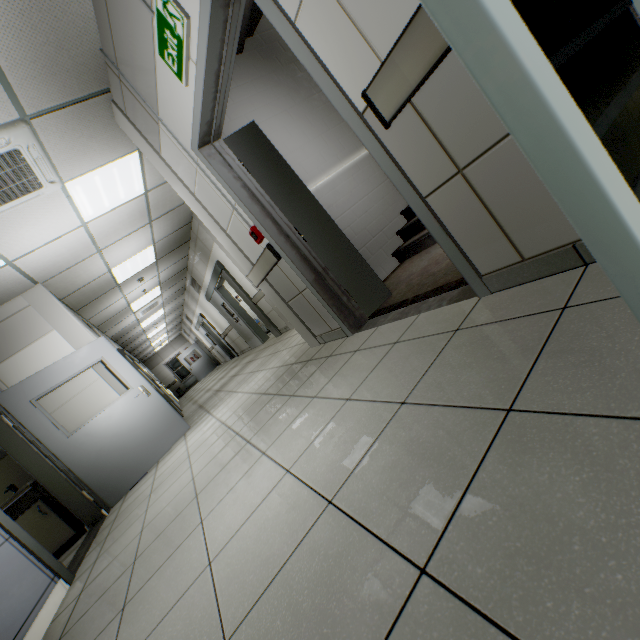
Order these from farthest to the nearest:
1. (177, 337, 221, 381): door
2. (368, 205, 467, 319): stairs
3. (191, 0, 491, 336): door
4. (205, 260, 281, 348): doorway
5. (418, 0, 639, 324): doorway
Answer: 1. (177, 337, 221, 381): door
2. (205, 260, 281, 348): doorway
3. (368, 205, 467, 319): stairs
4. (191, 0, 491, 336): door
5. (418, 0, 639, 324): doorway

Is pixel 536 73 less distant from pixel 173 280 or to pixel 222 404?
pixel 222 404

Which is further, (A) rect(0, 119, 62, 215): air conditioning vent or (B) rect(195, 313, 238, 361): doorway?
(B) rect(195, 313, 238, 361): doorway

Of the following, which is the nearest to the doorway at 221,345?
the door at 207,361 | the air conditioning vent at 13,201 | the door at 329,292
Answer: the door at 207,361

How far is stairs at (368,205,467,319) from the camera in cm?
241

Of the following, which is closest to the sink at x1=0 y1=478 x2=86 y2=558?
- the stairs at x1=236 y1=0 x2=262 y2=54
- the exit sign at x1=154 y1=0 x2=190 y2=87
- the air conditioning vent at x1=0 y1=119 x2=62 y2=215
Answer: the air conditioning vent at x1=0 y1=119 x2=62 y2=215

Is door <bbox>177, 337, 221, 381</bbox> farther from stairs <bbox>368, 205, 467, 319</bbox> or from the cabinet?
stairs <bbox>368, 205, 467, 319</bbox>

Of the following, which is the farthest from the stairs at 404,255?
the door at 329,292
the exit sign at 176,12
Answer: the exit sign at 176,12
